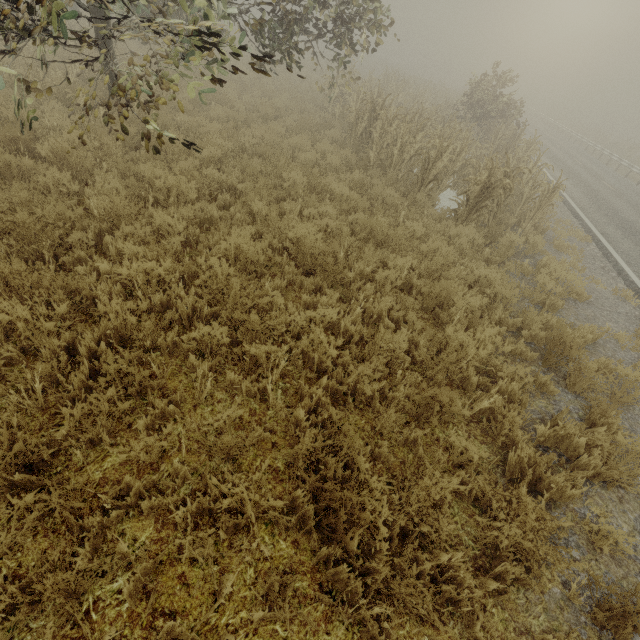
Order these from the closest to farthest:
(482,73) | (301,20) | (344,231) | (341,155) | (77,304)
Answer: (77,304) < (344,231) < (301,20) < (341,155) < (482,73)

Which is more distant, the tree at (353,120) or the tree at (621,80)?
the tree at (621,80)

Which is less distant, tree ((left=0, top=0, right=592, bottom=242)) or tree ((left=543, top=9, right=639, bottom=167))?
tree ((left=0, top=0, right=592, bottom=242))
